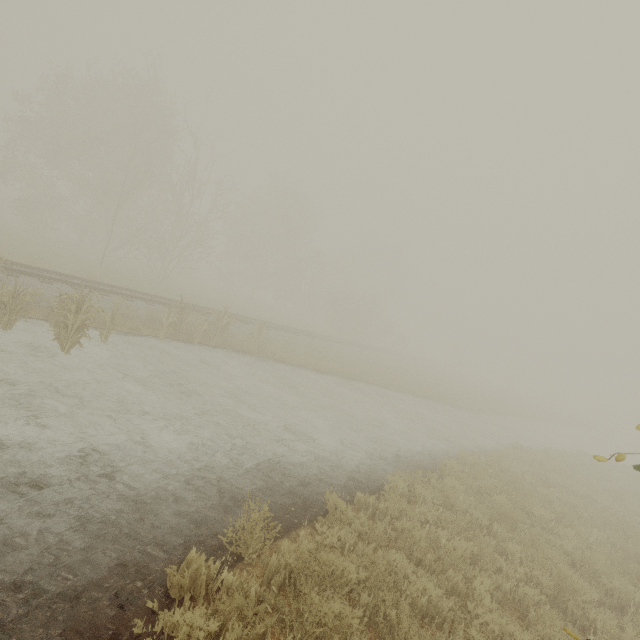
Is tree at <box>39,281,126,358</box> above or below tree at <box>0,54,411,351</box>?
below

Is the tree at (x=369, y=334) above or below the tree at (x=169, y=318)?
above

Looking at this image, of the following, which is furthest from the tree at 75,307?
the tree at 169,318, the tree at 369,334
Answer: the tree at 369,334

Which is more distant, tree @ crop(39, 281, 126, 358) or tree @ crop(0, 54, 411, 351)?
tree @ crop(0, 54, 411, 351)

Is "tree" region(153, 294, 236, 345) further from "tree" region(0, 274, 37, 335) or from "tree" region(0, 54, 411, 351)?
"tree" region(0, 54, 411, 351)

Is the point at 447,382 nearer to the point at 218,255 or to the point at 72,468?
the point at 72,468

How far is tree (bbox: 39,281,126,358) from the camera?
8.5m

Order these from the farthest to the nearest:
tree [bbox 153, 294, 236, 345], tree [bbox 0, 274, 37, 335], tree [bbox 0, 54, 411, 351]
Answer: tree [bbox 0, 54, 411, 351] < tree [bbox 153, 294, 236, 345] < tree [bbox 0, 274, 37, 335]
